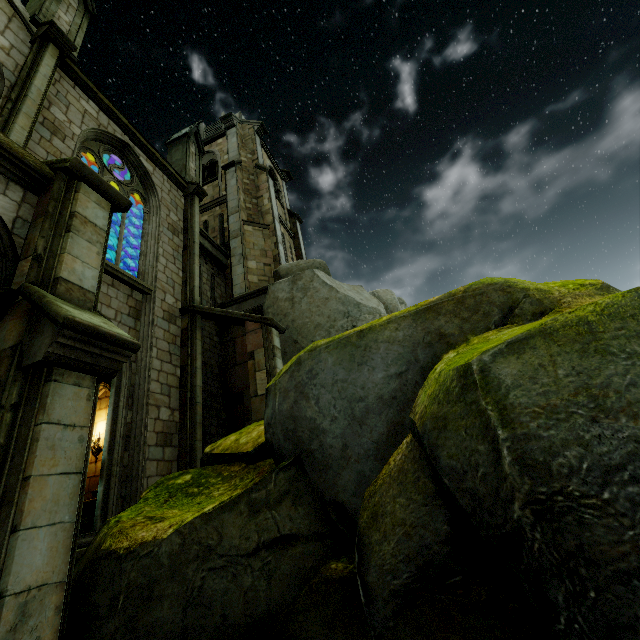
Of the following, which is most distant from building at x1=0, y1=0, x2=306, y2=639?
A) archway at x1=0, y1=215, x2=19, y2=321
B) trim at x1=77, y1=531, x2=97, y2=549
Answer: trim at x1=77, y1=531, x2=97, y2=549

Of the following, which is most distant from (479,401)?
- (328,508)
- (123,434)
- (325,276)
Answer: (325,276)

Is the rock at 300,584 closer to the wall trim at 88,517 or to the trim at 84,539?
the trim at 84,539

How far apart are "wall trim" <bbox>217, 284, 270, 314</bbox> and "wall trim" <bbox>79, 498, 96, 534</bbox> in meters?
6.7

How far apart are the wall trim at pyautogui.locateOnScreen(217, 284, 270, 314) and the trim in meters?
7.8 m

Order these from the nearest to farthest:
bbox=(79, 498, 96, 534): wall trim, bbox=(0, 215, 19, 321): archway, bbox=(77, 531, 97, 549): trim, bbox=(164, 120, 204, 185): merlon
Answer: bbox=(0, 215, 19, 321): archway, bbox=(77, 531, 97, 549): trim, bbox=(79, 498, 96, 534): wall trim, bbox=(164, 120, 204, 185): merlon

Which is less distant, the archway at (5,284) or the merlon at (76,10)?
the archway at (5,284)

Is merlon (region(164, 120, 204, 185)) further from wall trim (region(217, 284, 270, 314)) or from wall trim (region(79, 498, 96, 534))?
wall trim (region(79, 498, 96, 534))
